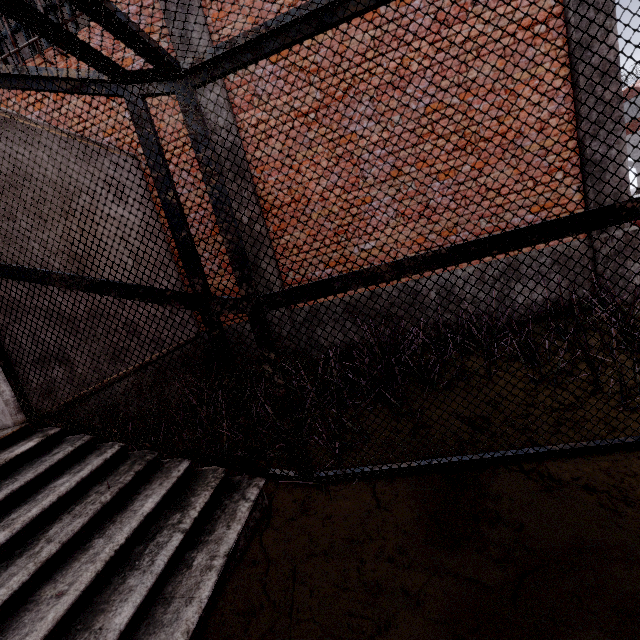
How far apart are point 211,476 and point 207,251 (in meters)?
1.81
